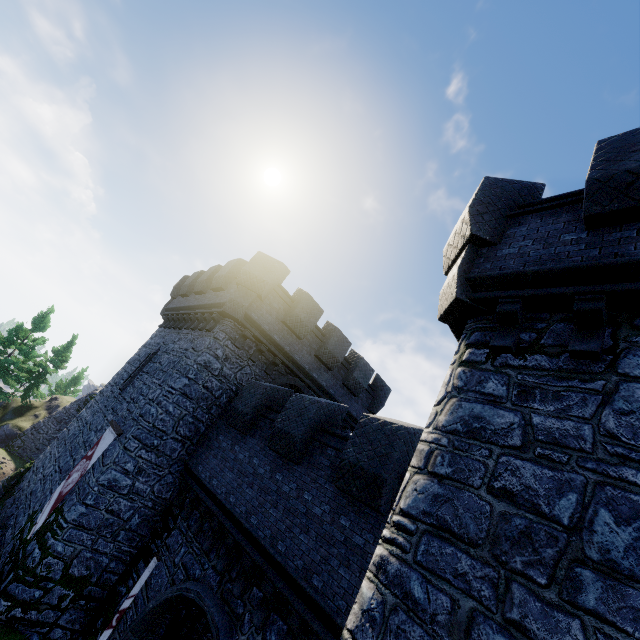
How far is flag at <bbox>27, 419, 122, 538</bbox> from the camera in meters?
11.0 m

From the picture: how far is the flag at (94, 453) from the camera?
11.0m

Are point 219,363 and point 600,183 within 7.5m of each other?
no

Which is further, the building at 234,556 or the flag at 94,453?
the flag at 94,453

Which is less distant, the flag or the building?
the building
